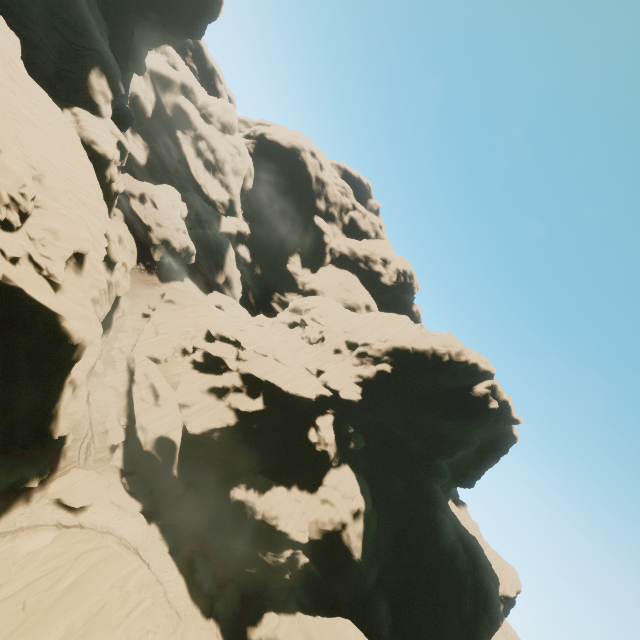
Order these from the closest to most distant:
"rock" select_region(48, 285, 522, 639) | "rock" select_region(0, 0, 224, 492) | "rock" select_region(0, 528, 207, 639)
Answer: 1. "rock" select_region(0, 528, 207, 639)
2. "rock" select_region(0, 0, 224, 492)
3. "rock" select_region(48, 285, 522, 639)

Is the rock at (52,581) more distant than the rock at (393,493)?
No

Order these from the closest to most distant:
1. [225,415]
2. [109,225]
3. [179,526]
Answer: [179,526]
[109,225]
[225,415]

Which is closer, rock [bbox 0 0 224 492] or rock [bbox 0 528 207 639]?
rock [bbox 0 528 207 639]
